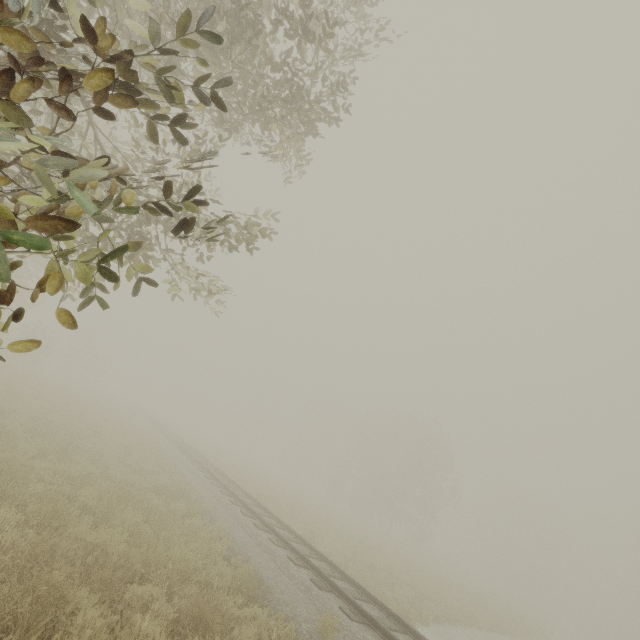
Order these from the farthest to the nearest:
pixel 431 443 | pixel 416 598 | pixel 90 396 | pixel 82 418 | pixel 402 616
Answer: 1. pixel 431 443
2. pixel 90 396
3. pixel 82 418
4. pixel 416 598
5. pixel 402 616
